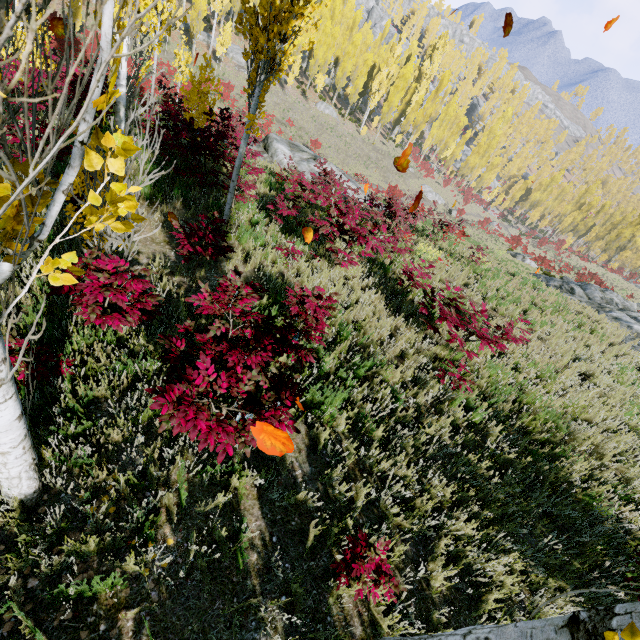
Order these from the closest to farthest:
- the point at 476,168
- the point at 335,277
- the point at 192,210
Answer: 1. the point at 192,210
2. the point at 335,277
3. the point at 476,168

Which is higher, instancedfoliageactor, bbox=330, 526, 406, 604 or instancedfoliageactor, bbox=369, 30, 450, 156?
instancedfoliageactor, bbox=369, 30, 450, 156

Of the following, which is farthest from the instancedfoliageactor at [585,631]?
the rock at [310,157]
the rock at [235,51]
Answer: the rock at [310,157]

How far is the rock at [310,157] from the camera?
15.8 meters

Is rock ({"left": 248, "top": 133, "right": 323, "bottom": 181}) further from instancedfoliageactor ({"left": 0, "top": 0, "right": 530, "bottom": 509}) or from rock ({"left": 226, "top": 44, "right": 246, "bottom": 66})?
rock ({"left": 226, "top": 44, "right": 246, "bottom": 66})

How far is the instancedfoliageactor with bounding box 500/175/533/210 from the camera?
56.80m

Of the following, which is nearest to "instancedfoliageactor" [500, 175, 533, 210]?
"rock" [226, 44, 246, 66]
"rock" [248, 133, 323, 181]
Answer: "rock" [226, 44, 246, 66]
